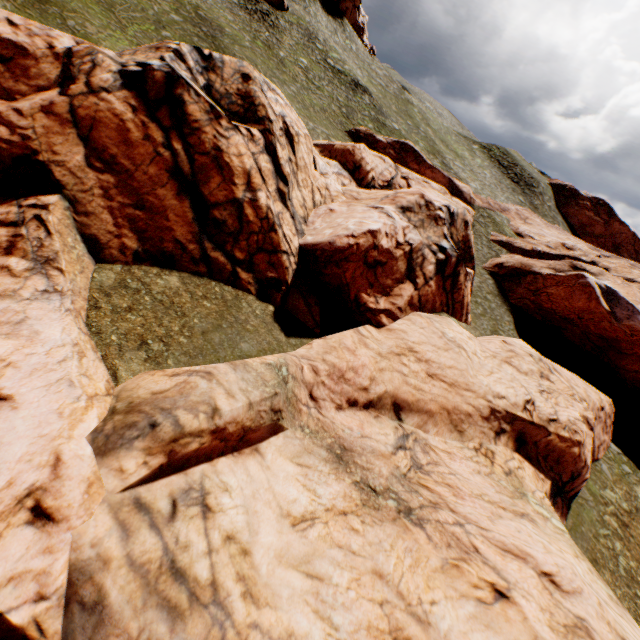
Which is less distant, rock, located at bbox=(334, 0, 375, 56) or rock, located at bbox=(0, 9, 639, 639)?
rock, located at bbox=(0, 9, 639, 639)

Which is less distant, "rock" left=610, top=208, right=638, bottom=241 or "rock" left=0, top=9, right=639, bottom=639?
"rock" left=0, top=9, right=639, bottom=639

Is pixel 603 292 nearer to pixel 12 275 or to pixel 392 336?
pixel 392 336

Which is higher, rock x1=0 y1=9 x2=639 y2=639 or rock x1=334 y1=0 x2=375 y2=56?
rock x1=334 y1=0 x2=375 y2=56

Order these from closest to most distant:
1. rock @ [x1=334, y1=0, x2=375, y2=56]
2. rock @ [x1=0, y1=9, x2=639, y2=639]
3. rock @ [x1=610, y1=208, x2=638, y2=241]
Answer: rock @ [x1=0, y1=9, x2=639, y2=639]
rock @ [x1=334, y1=0, x2=375, y2=56]
rock @ [x1=610, y1=208, x2=638, y2=241]

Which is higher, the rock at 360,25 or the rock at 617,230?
the rock at 360,25
